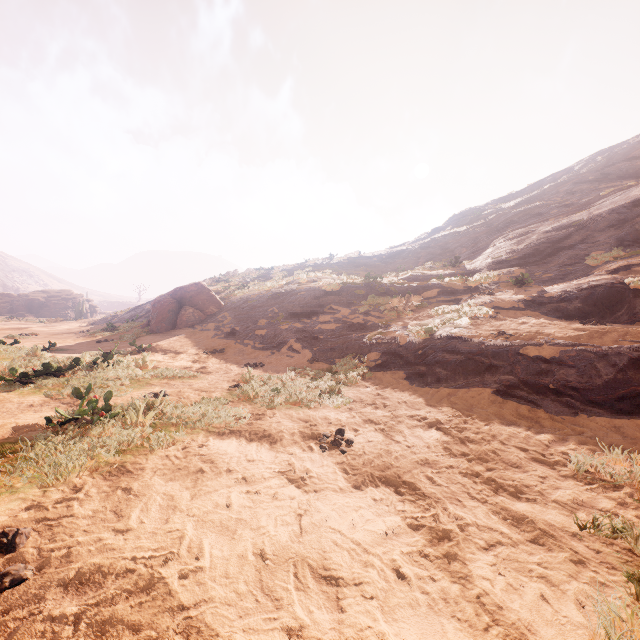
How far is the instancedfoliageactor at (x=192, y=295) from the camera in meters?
15.9 m

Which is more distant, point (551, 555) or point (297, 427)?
point (297, 427)

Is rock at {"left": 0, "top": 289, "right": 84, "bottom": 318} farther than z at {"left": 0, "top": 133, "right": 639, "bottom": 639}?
Yes

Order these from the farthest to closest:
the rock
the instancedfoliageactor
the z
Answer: the rock → the instancedfoliageactor → the z

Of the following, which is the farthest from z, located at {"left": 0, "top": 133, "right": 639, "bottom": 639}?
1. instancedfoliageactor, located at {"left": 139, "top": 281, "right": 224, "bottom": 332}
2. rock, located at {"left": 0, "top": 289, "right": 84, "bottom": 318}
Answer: rock, located at {"left": 0, "top": 289, "right": 84, "bottom": 318}

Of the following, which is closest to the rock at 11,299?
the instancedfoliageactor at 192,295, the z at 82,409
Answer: the z at 82,409

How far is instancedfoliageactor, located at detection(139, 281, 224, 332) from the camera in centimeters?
1592cm

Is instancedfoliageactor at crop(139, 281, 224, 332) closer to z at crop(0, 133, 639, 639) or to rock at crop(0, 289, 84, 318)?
z at crop(0, 133, 639, 639)
